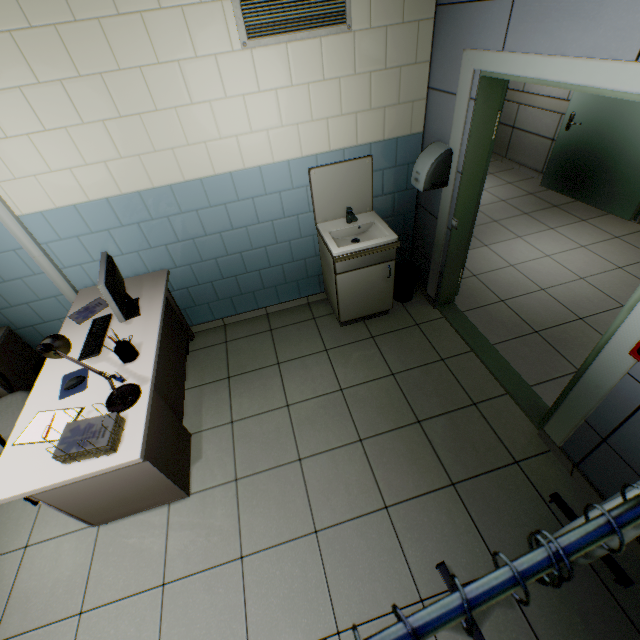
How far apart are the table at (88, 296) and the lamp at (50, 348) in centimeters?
42cm

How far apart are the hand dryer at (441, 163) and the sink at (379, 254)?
0.40m

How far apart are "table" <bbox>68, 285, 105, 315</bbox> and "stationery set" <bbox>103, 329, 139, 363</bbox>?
0.0m

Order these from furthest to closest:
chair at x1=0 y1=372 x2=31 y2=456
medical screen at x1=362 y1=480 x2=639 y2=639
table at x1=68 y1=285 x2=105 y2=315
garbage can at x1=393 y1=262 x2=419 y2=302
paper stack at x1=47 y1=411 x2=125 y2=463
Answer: garbage can at x1=393 y1=262 x2=419 y2=302 → table at x1=68 y1=285 x2=105 y2=315 → chair at x1=0 y1=372 x2=31 y2=456 → paper stack at x1=47 y1=411 x2=125 y2=463 → medical screen at x1=362 y1=480 x2=639 y2=639

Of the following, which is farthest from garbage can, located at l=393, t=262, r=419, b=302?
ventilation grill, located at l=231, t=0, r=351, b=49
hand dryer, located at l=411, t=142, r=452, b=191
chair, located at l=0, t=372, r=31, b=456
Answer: chair, located at l=0, t=372, r=31, b=456

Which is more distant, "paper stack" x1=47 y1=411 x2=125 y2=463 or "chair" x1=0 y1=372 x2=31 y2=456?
"chair" x1=0 y1=372 x2=31 y2=456

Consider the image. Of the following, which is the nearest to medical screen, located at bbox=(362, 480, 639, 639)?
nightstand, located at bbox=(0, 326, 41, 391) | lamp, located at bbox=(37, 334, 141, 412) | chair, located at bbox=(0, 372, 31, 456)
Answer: lamp, located at bbox=(37, 334, 141, 412)

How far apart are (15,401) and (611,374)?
4.0m
